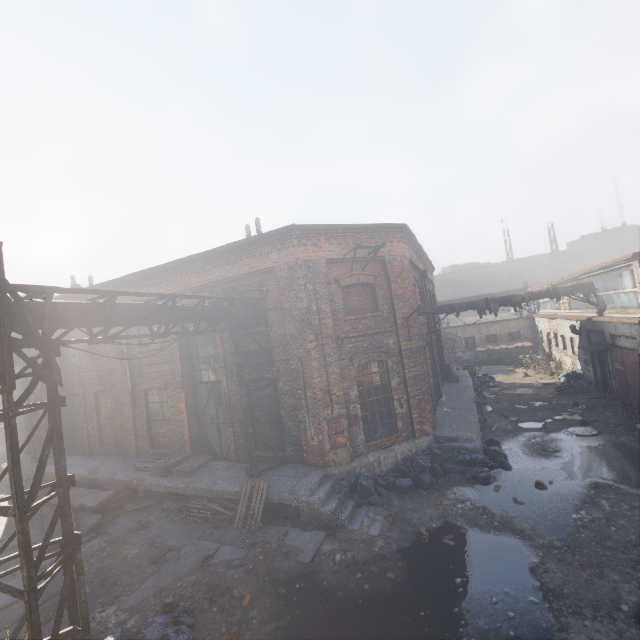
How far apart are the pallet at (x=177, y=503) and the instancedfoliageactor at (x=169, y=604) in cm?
234

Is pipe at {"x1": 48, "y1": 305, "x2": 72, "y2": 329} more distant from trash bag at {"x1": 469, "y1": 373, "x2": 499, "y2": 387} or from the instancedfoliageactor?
trash bag at {"x1": 469, "y1": 373, "x2": 499, "y2": 387}

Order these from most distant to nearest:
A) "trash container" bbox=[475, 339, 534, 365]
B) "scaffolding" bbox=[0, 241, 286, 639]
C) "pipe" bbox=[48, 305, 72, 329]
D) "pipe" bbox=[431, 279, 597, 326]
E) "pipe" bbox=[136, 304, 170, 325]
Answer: "trash container" bbox=[475, 339, 534, 365], "pipe" bbox=[431, 279, 597, 326], "pipe" bbox=[136, 304, 170, 325], "pipe" bbox=[48, 305, 72, 329], "scaffolding" bbox=[0, 241, 286, 639]

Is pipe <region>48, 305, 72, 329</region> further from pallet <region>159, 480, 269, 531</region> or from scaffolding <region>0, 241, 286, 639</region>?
pallet <region>159, 480, 269, 531</region>

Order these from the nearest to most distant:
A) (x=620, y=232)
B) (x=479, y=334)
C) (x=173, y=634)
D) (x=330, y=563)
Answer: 1. (x=173, y=634)
2. (x=330, y=563)
3. (x=479, y=334)
4. (x=620, y=232)

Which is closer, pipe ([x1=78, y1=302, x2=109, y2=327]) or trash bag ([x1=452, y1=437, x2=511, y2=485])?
pipe ([x1=78, y1=302, x2=109, y2=327])

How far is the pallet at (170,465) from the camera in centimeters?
1104cm

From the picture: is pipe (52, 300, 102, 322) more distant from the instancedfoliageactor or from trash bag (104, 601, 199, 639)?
the instancedfoliageactor
